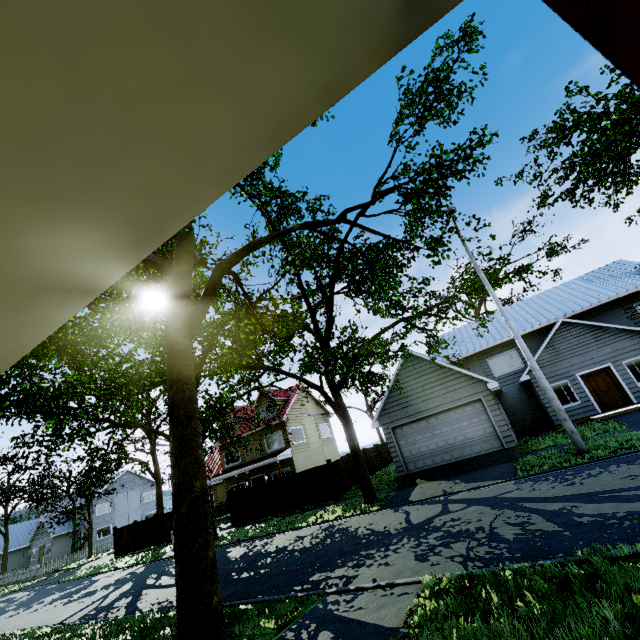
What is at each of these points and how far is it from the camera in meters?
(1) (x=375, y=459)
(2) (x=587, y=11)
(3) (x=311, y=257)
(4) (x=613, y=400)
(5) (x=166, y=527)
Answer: (1) fence, 25.2
(2) wooden, 0.5
(3) tree, 14.4
(4) door, 17.4
(5) fence, 24.9

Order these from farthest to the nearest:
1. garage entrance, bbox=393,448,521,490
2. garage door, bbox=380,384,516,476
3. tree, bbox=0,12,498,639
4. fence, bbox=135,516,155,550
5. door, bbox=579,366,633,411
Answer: fence, bbox=135,516,155,550
door, bbox=579,366,633,411
garage door, bbox=380,384,516,476
garage entrance, bbox=393,448,521,490
tree, bbox=0,12,498,639

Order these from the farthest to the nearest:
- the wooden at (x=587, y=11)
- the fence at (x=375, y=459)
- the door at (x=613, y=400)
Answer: the fence at (x=375, y=459) → the door at (x=613, y=400) → the wooden at (x=587, y=11)

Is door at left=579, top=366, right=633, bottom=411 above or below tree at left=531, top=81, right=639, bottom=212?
below

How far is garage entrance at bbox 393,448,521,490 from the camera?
14.24m

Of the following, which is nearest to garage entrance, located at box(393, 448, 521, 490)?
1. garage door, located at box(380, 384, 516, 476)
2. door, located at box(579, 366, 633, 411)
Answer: garage door, located at box(380, 384, 516, 476)

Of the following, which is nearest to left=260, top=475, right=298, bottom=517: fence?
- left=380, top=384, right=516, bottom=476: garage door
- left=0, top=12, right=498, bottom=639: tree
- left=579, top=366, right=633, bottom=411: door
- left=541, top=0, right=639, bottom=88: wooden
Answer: left=0, top=12, right=498, bottom=639: tree

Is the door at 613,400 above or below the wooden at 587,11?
below
